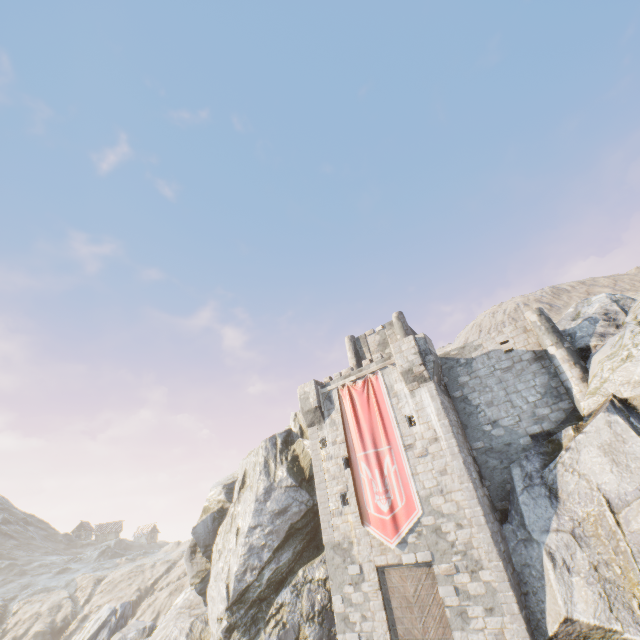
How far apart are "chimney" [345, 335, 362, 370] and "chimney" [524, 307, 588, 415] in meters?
11.9 m

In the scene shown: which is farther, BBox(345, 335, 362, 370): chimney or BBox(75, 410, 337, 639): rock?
BBox(345, 335, 362, 370): chimney

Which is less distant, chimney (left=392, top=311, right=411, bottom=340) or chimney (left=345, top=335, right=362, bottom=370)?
chimney (left=392, top=311, right=411, bottom=340)

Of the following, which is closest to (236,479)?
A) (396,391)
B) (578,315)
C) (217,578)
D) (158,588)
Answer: (217,578)

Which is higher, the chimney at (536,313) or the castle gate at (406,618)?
the chimney at (536,313)

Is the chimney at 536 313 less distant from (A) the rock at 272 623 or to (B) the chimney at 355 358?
(A) the rock at 272 623

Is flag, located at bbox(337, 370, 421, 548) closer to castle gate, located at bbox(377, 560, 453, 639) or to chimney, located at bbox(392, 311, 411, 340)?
castle gate, located at bbox(377, 560, 453, 639)

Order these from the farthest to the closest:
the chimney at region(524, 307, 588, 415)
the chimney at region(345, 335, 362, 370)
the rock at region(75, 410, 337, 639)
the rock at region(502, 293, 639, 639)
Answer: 1. the chimney at region(345, 335, 362, 370)
2. the rock at region(75, 410, 337, 639)
3. the chimney at region(524, 307, 588, 415)
4. the rock at region(502, 293, 639, 639)
